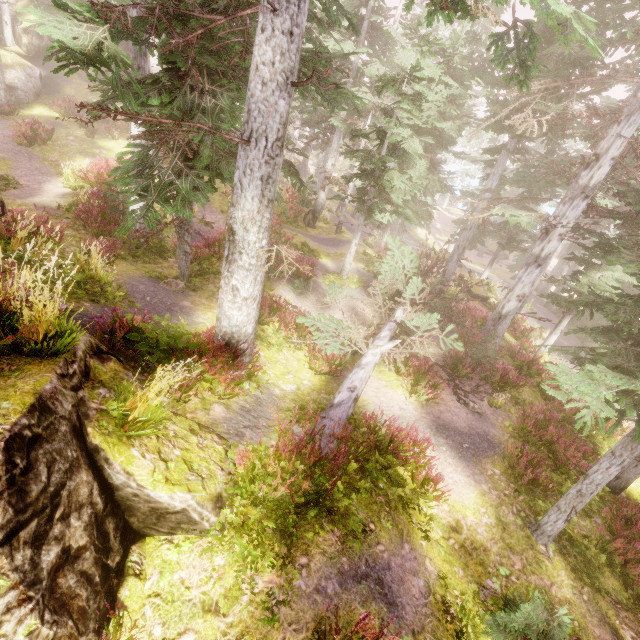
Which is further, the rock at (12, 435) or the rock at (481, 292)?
the rock at (481, 292)

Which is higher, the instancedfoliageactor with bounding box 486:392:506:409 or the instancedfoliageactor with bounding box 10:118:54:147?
the instancedfoliageactor with bounding box 10:118:54:147

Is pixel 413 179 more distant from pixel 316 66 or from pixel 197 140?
pixel 197 140

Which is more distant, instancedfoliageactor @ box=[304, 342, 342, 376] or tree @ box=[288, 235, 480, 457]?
instancedfoliageactor @ box=[304, 342, 342, 376]

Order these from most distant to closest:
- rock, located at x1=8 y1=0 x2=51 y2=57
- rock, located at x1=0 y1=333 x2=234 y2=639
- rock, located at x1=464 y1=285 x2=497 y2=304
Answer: rock, located at x1=8 y1=0 x2=51 y2=57
rock, located at x1=464 y1=285 x2=497 y2=304
rock, located at x1=0 y1=333 x2=234 y2=639

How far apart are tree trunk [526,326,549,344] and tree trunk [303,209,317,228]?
15.47m

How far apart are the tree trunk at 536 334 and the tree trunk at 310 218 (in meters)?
15.47
